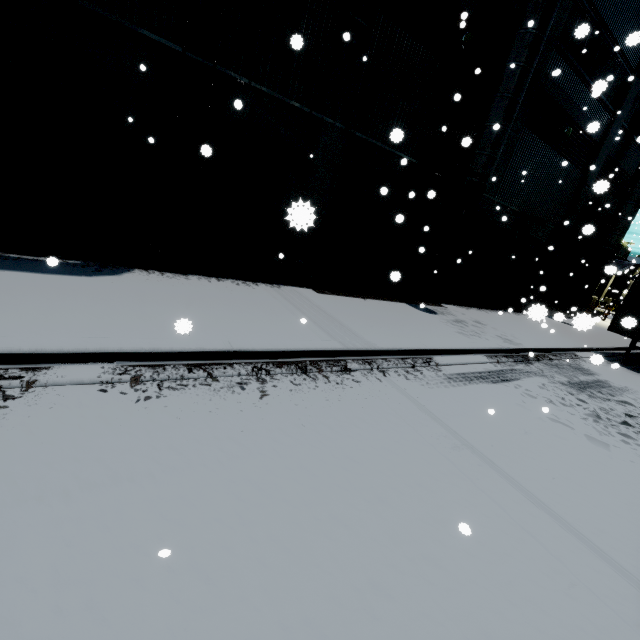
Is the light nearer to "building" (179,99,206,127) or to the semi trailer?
"building" (179,99,206,127)

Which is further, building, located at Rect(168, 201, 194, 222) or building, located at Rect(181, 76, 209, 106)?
building, located at Rect(168, 201, 194, 222)

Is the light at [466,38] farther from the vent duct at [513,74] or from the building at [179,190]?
the vent duct at [513,74]

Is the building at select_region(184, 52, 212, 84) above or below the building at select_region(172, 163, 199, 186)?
above

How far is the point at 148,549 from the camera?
2.4m

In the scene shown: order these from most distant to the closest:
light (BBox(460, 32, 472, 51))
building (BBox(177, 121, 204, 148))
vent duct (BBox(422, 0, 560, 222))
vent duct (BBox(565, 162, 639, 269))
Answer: vent duct (BBox(565, 162, 639, 269)) < light (BBox(460, 32, 472, 51)) < vent duct (BBox(422, 0, 560, 222)) < building (BBox(177, 121, 204, 148))

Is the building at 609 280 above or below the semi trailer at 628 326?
above

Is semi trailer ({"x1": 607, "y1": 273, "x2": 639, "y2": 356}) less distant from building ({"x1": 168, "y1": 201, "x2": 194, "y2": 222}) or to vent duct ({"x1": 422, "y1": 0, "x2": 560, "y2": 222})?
building ({"x1": 168, "y1": 201, "x2": 194, "y2": 222})
